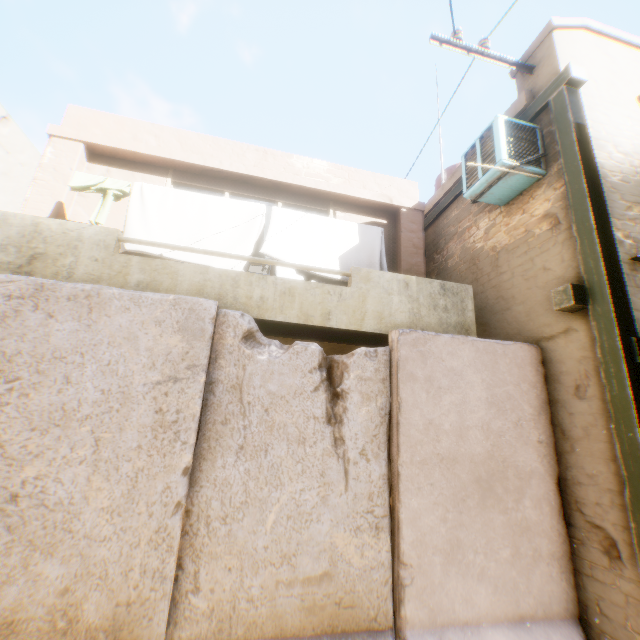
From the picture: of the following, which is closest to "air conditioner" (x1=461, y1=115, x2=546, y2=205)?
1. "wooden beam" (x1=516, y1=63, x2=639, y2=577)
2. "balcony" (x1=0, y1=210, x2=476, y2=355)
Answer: "wooden beam" (x1=516, y1=63, x2=639, y2=577)

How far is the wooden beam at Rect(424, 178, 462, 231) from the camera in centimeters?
633cm

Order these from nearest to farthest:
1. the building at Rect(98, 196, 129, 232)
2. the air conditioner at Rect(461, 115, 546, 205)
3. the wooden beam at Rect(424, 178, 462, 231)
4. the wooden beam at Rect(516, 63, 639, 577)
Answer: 1. the wooden beam at Rect(516, 63, 639, 577)
2. the air conditioner at Rect(461, 115, 546, 205)
3. the building at Rect(98, 196, 129, 232)
4. the wooden beam at Rect(424, 178, 462, 231)

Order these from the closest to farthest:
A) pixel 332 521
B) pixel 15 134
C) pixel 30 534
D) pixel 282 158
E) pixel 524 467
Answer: pixel 30 534 → pixel 332 521 → pixel 524 467 → pixel 282 158 → pixel 15 134

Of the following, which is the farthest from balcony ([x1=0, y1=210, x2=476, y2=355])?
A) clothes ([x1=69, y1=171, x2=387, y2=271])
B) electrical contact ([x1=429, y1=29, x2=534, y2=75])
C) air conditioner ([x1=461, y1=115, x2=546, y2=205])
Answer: electrical contact ([x1=429, y1=29, x2=534, y2=75])

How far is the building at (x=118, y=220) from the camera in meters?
5.5

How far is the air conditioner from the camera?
4.4m

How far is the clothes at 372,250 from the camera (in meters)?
4.91
